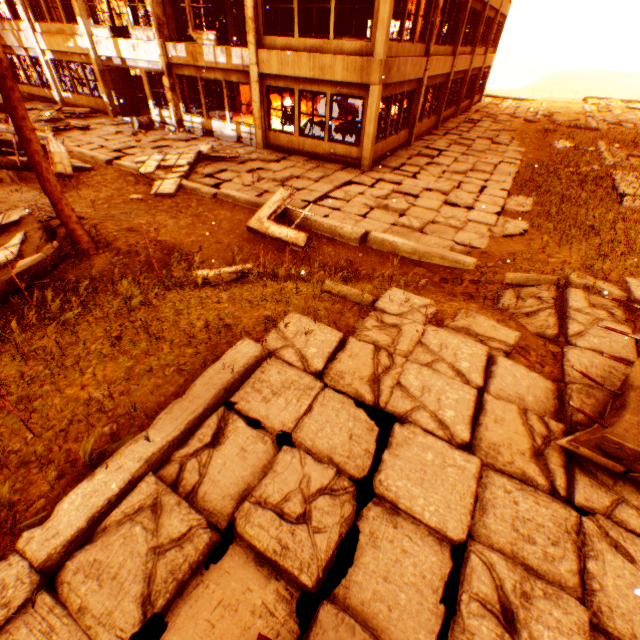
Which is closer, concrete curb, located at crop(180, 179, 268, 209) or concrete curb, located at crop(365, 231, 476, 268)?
concrete curb, located at crop(365, 231, 476, 268)

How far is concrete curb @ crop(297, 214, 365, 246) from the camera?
8.1m

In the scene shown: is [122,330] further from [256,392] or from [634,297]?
[634,297]

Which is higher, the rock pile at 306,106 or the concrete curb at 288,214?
the rock pile at 306,106

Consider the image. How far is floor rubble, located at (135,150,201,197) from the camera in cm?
981

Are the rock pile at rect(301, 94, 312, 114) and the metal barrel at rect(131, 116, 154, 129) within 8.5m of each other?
yes

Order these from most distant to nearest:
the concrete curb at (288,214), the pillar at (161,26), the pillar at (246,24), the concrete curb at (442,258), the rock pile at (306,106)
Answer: the rock pile at (306,106), the pillar at (161,26), the pillar at (246,24), the concrete curb at (288,214), the concrete curb at (442,258)
